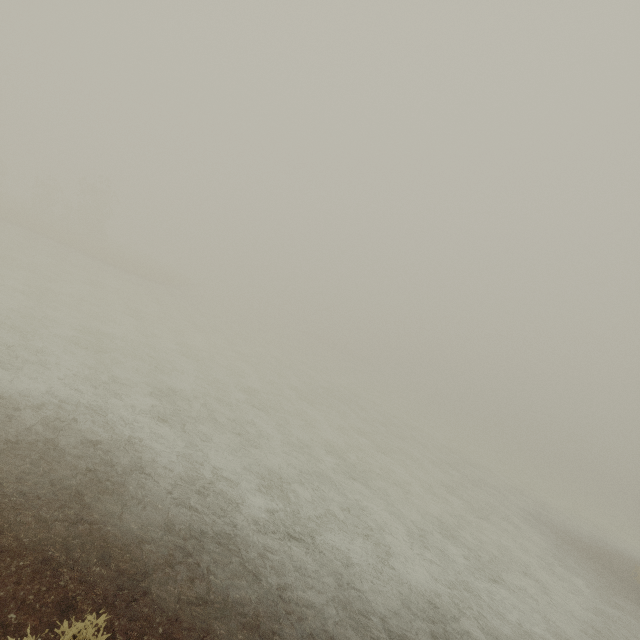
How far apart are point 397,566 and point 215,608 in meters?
5.4
